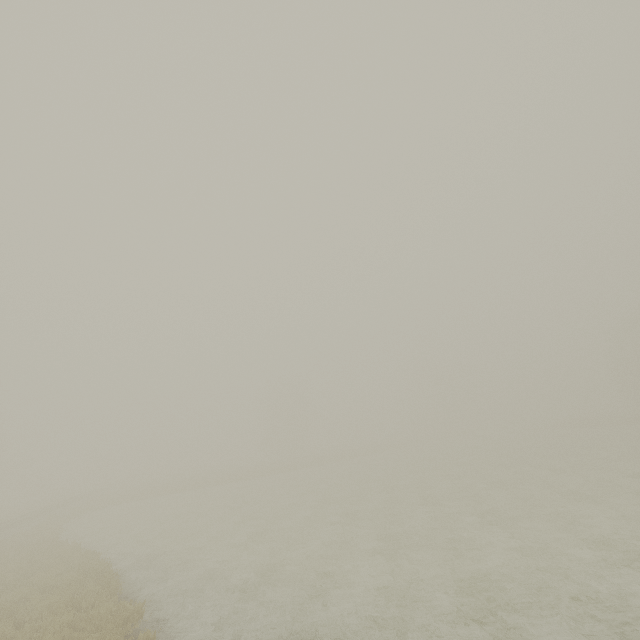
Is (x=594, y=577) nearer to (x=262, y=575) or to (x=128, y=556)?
(x=262, y=575)
